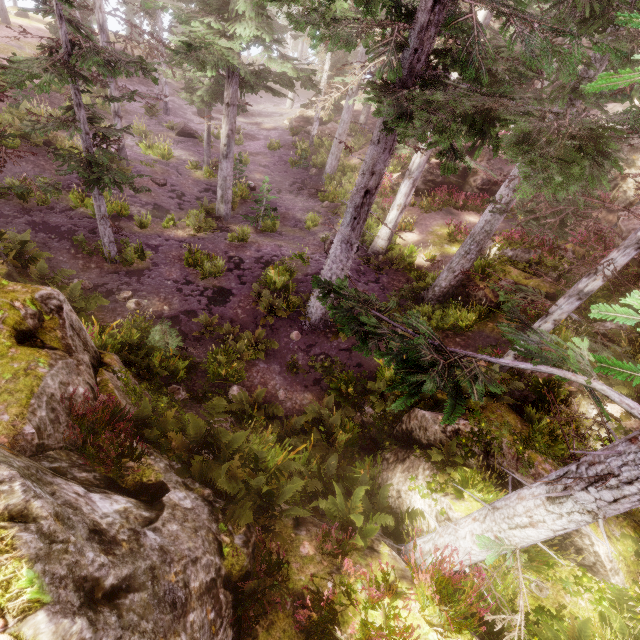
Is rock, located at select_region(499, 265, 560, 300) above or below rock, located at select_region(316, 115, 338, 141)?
above

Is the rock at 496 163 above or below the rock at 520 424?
above

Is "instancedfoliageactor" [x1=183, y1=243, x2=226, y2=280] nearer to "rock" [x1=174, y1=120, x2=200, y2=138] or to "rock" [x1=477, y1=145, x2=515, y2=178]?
"rock" [x1=477, y1=145, x2=515, y2=178]

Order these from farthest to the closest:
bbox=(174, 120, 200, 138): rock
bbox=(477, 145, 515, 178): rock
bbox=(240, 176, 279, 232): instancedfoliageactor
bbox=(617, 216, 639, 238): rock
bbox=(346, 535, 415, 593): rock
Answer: bbox=(174, 120, 200, 138): rock
bbox=(477, 145, 515, 178): rock
bbox=(240, 176, 279, 232): instancedfoliageactor
bbox=(617, 216, 639, 238): rock
bbox=(346, 535, 415, 593): rock

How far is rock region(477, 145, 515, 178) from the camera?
20.5 meters

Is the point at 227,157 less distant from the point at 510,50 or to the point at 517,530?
the point at 510,50

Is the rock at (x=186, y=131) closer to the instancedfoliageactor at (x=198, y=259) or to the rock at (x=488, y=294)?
the instancedfoliageactor at (x=198, y=259)

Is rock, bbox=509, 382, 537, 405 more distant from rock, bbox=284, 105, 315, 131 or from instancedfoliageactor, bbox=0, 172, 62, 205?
rock, bbox=284, 105, 315, 131
